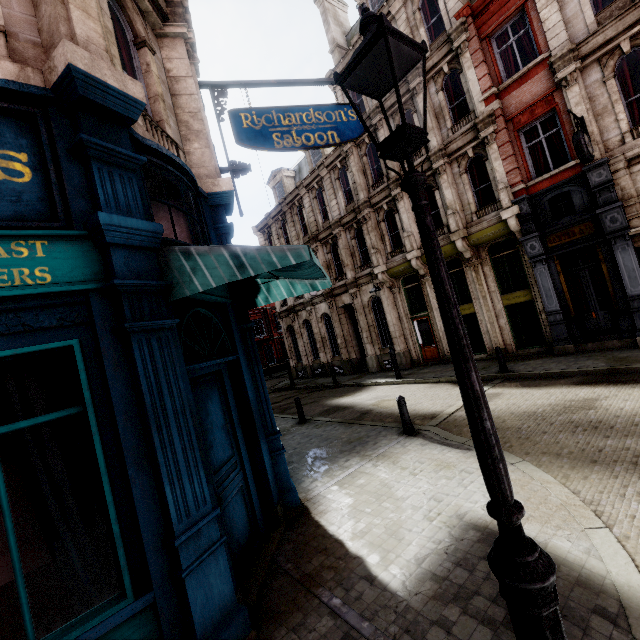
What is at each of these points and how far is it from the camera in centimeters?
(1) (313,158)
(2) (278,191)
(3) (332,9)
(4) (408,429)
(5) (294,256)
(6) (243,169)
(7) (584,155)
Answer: (1) roof window, 2319cm
(2) roof window, 2717cm
(3) chimney, 2012cm
(4) post, 809cm
(5) awning, 342cm
(6) sign, 652cm
(7) clock, 973cm

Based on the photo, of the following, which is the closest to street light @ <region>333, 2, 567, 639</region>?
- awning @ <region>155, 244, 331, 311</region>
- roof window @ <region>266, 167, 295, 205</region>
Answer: awning @ <region>155, 244, 331, 311</region>

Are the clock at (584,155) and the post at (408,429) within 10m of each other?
yes

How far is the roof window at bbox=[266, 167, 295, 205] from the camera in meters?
25.8

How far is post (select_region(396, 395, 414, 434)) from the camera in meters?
8.1

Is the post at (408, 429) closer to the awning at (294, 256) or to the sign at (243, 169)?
the awning at (294, 256)

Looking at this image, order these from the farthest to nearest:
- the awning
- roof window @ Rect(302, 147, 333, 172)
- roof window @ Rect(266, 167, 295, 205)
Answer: roof window @ Rect(266, 167, 295, 205)
roof window @ Rect(302, 147, 333, 172)
the awning

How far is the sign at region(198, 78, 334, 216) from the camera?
6.43m
